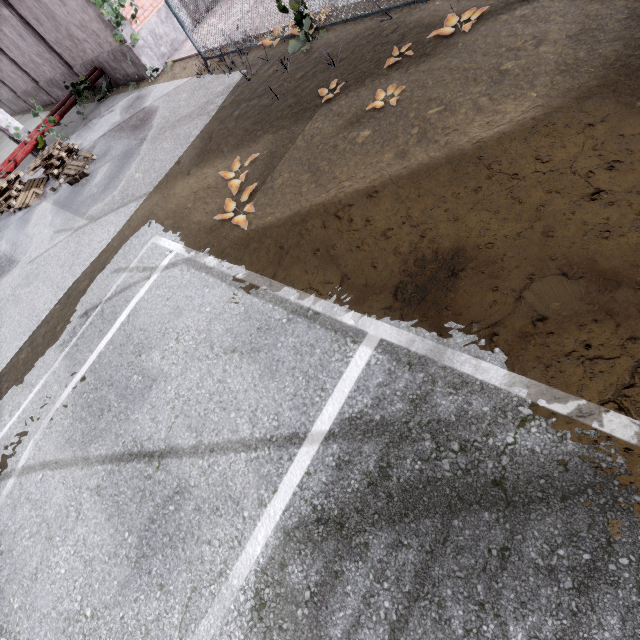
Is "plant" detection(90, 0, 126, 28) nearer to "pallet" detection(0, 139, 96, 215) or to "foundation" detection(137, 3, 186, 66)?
"foundation" detection(137, 3, 186, 66)

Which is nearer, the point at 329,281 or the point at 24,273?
the point at 329,281

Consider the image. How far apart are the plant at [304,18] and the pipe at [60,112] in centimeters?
995cm

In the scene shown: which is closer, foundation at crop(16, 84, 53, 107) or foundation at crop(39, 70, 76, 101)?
foundation at crop(39, 70, 76, 101)

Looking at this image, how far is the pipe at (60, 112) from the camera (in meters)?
11.45

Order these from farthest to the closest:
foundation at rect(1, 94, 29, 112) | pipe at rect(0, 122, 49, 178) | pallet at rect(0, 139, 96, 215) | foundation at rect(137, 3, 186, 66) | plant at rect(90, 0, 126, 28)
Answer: foundation at rect(1, 94, 29, 112) < pipe at rect(0, 122, 49, 178) < foundation at rect(137, 3, 186, 66) < pallet at rect(0, 139, 96, 215) < plant at rect(90, 0, 126, 28)

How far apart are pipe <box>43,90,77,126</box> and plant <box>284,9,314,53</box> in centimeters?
995cm

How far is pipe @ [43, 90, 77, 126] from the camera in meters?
11.4 m
